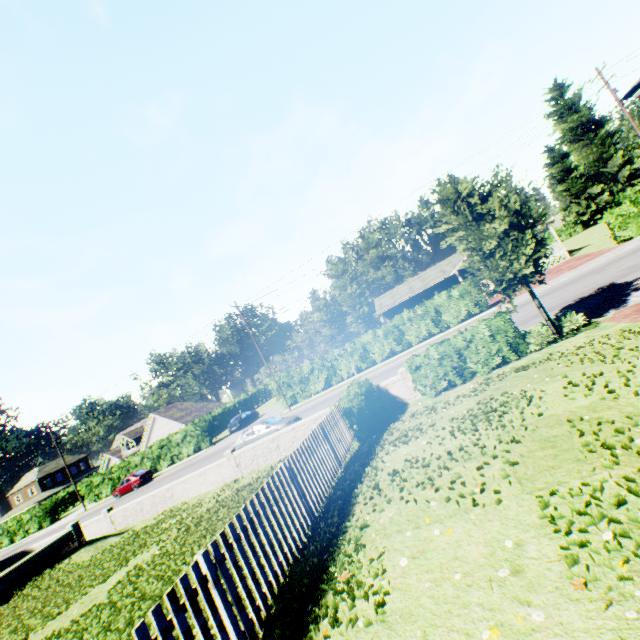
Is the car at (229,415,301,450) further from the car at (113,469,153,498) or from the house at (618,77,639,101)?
the car at (113,469,153,498)

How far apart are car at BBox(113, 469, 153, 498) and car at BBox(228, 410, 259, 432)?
9.0m

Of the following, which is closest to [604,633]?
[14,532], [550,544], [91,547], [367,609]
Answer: [550,544]

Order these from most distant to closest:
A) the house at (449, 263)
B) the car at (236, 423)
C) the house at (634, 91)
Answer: the house at (449, 263)
the car at (236, 423)
the house at (634, 91)

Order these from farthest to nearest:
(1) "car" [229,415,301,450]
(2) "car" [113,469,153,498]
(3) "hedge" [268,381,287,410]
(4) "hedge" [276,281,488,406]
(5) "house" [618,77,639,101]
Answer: (2) "car" [113,469,153,498] → (3) "hedge" [268,381,287,410] → (4) "hedge" [276,281,488,406] → (1) "car" [229,415,301,450] → (5) "house" [618,77,639,101]

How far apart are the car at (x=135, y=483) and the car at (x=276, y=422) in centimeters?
2054cm

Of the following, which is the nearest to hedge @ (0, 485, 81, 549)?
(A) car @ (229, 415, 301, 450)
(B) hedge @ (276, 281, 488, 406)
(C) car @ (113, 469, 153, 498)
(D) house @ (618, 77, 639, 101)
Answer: (C) car @ (113, 469, 153, 498)

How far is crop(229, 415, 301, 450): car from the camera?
19.5 meters
